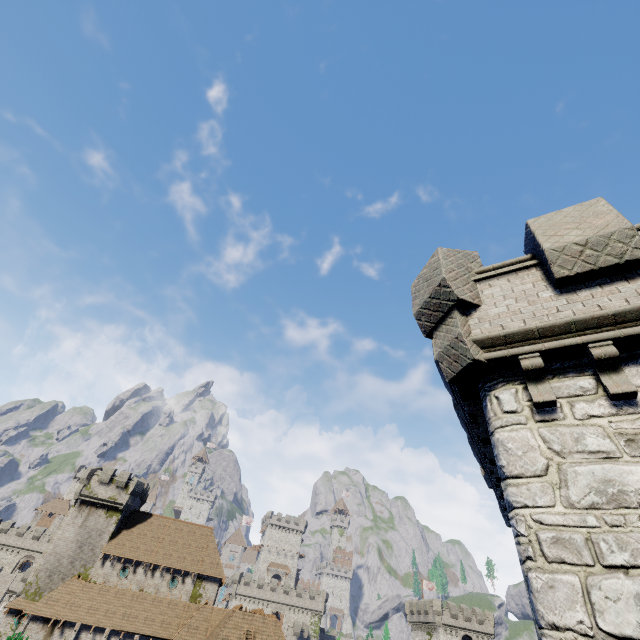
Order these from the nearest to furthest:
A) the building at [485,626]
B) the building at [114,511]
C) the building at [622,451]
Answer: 1. the building at [622,451]
2. the building at [114,511]
3. the building at [485,626]

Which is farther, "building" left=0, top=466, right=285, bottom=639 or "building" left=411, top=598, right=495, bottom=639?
"building" left=411, top=598, right=495, bottom=639

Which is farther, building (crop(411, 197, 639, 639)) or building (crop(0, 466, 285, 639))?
building (crop(0, 466, 285, 639))

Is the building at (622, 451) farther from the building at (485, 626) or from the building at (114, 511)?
the building at (485, 626)

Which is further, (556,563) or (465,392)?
(465,392)

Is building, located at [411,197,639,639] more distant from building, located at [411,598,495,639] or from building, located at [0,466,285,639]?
building, located at [411,598,495,639]
